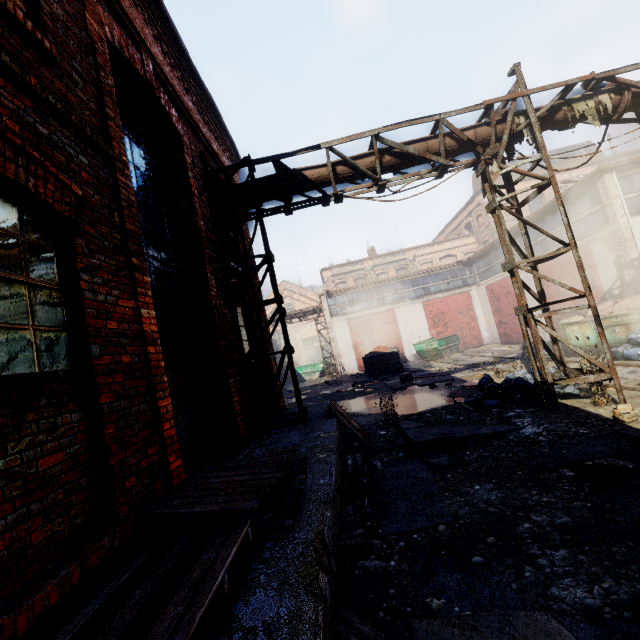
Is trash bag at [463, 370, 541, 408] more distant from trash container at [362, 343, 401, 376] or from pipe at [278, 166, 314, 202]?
trash container at [362, 343, 401, 376]

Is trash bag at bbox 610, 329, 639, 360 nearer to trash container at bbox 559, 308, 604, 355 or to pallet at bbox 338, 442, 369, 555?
trash container at bbox 559, 308, 604, 355

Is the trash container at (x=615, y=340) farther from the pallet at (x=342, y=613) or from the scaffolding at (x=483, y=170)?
the pallet at (x=342, y=613)

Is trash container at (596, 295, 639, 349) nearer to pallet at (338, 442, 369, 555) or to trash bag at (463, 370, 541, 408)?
trash bag at (463, 370, 541, 408)

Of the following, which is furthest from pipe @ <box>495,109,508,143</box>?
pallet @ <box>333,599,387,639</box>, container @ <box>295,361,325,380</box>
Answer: A: container @ <box>295,361,325,380</box>

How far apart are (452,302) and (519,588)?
23.9m

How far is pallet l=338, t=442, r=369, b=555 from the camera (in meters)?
3.58

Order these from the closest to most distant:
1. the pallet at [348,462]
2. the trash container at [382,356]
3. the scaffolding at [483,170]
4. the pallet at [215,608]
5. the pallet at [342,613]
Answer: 1. the pallet at [215,608]
2. the pallet at [342,613]
3. the pallet at [348,462]
4. the scaffolding at [483,170]
5. the trash container at [382,356]
